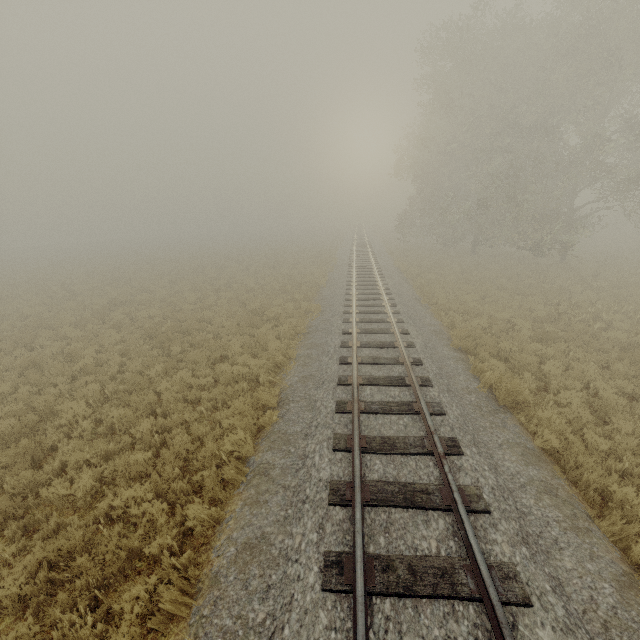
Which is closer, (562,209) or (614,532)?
(614,532)
